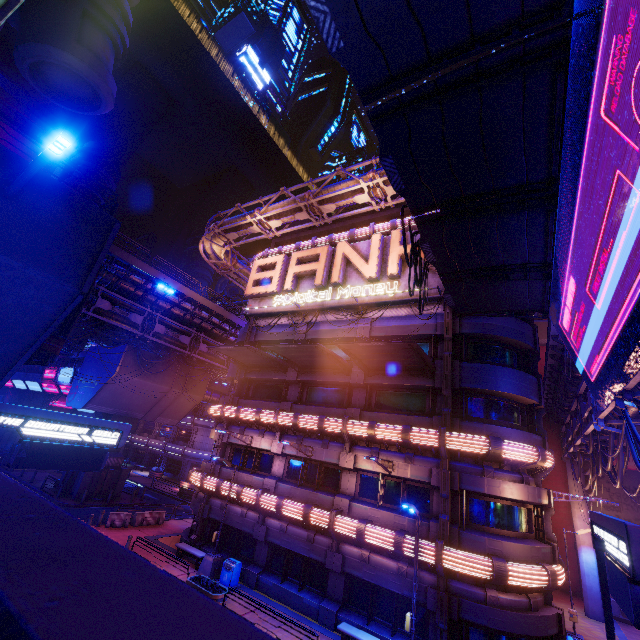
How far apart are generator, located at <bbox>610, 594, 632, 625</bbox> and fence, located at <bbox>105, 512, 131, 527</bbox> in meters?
35.2 m

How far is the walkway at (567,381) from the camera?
17.4 meters

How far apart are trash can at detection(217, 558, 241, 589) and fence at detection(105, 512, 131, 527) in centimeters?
1037cm

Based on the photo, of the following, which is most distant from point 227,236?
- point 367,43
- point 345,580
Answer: point 345,580

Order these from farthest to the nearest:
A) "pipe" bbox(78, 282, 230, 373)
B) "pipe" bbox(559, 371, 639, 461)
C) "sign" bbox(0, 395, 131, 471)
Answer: "pipe" bbox(78, 282, 230, 373)
"pipe" bbox(559, 371, 639, 461)
"sign" bbox(0, 395, 131, 471)

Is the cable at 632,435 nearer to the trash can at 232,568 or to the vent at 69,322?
A: the vent at 69,322

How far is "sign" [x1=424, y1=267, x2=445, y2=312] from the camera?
18.0m

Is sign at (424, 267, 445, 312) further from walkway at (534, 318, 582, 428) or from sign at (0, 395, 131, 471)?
sign at (0, 395, 131, 471)
